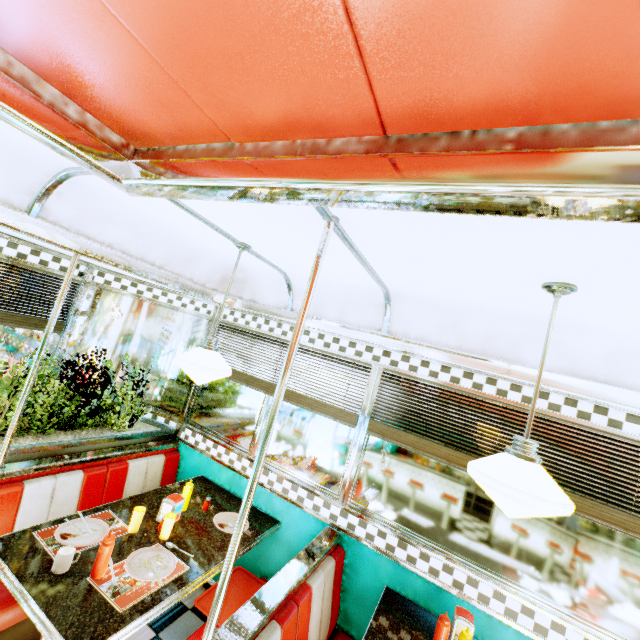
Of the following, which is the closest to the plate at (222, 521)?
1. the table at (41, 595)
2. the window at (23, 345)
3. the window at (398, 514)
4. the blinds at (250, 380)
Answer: the table at (41, 595)

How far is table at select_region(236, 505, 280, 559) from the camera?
2.47m

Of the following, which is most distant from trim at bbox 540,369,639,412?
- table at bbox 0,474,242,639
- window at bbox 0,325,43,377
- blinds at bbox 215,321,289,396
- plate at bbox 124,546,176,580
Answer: plate at bbox 124,546,176,580

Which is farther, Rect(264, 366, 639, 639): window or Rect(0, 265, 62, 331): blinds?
Rect(0, 265, 62, 331): blinds

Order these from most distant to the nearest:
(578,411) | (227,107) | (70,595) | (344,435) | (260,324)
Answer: (260,324) < (344,435) < (578,411) < (70,595) < (227,107)

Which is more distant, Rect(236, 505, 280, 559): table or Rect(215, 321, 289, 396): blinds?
Rect(215, 321, 289, 396): blinds

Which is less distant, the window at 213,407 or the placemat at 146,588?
the placemat at 146,588

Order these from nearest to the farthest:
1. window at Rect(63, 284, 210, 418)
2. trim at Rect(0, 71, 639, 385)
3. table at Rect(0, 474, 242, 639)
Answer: trim at Rect(0, 71, 639, 385)
table at Rect(0, 474, 242, 639)
window at Rect(63, 284, 210, 418)
